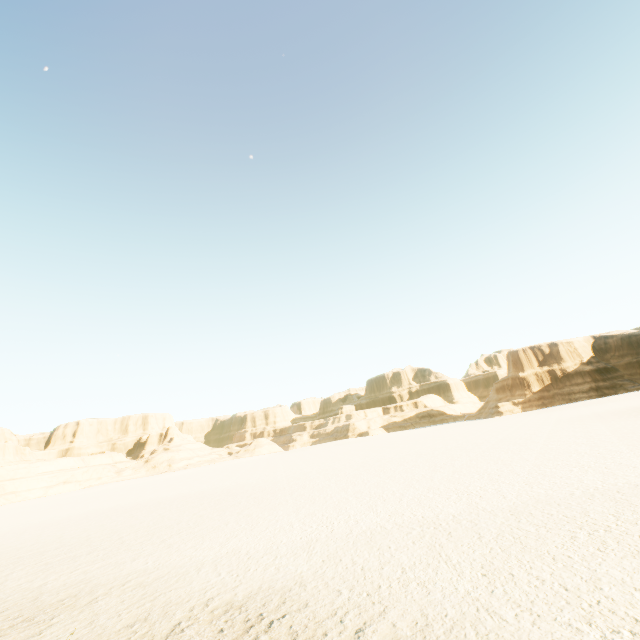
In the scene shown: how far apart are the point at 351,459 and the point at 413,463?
12.94m
